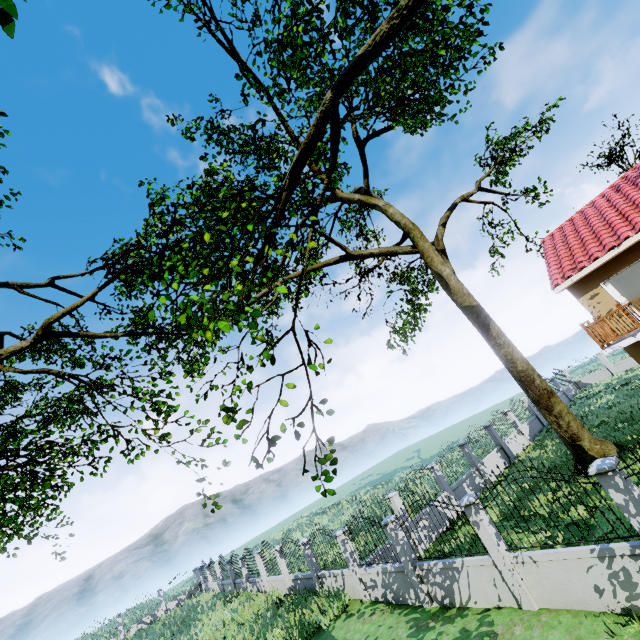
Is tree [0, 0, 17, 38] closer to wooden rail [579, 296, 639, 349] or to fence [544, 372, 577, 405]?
fence [544, 372, 577, 405]

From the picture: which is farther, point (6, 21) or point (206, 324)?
point (206, 324)

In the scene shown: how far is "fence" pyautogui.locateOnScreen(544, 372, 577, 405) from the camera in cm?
2730

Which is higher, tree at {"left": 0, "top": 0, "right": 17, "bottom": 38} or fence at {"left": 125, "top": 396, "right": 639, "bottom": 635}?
tree at {"left": 0, "top": 0, "right": 17, "bottom": 38}

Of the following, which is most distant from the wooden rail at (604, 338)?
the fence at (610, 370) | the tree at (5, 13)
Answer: the fence at (610, 370)

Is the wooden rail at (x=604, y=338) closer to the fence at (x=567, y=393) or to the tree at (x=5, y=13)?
the tree at (x=5, y=13)

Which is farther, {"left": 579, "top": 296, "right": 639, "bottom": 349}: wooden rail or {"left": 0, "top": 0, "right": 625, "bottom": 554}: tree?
{"left": 579, "top": 296, "right": 639, "bottom": 349}: wooden rail

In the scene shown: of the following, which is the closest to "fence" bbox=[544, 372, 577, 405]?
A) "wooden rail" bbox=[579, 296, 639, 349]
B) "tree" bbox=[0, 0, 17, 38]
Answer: "tree" bbox=[0, 0, 17, 38]
